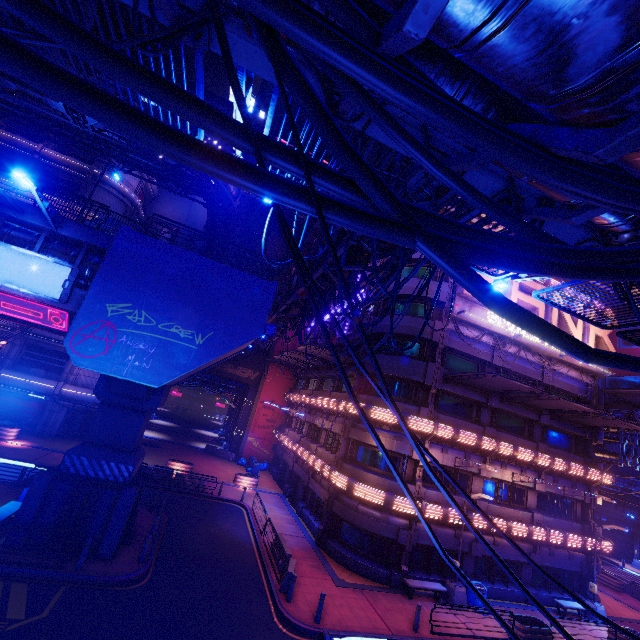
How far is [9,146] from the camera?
33.19m

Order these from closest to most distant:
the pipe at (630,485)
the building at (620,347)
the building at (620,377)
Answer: the pipe at (630,485) < the building at (620,377) < the building at (620,347)

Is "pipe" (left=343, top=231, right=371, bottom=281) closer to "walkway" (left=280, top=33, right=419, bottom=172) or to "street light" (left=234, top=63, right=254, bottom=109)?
"walkway" (left=280, top=33, right=419, bottom=172)

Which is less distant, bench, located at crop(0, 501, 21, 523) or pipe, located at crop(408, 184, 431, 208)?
pipe, located at crop(408, 184, 431, 208)

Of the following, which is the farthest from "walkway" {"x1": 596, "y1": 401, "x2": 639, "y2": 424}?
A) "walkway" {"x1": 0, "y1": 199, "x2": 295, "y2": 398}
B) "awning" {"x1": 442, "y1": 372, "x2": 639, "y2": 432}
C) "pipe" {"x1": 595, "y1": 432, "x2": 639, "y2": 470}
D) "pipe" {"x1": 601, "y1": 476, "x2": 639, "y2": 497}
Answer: "walkway" {"x1": 0, "y1": 199, "x2": 295, "y2": 398}

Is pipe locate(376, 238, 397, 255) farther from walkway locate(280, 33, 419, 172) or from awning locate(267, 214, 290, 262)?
awning locate(267, 214, 290, 262)

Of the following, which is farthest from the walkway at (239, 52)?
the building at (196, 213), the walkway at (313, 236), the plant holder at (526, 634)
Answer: the building at (196, 213)

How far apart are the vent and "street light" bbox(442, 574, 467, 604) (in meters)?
42.67
